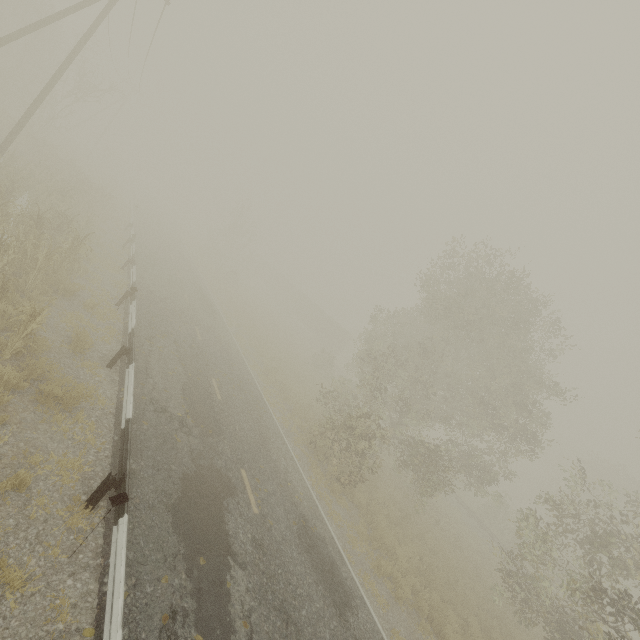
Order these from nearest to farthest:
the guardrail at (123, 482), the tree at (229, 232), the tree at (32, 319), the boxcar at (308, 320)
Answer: the guardrail at (123, 482)
the tree at (32, 319)
the tree at (229, 232)
the boxcar at (308, 320)

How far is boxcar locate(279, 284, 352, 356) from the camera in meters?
47.3 m

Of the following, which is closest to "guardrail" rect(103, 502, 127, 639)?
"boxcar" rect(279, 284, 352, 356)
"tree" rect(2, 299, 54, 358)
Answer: "tree" rect(2, 299, 54, 358)

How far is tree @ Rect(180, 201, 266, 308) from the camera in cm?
4138

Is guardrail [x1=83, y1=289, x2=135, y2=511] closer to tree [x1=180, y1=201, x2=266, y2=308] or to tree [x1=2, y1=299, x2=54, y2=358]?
tree [x1=2, y1=299, x2=54, y2=358]

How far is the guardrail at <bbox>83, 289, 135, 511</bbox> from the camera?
5.9 meters

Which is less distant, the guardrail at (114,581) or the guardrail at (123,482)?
the guardrail at (114,581)

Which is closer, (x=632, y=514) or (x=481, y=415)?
(x=481, y=415)
